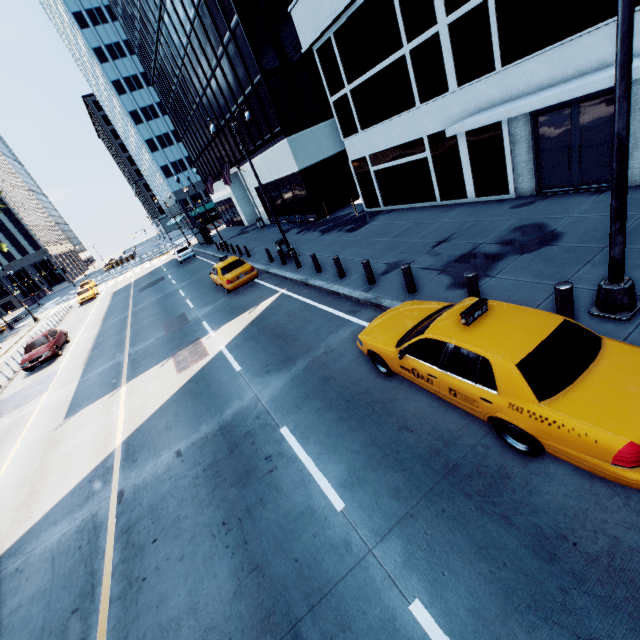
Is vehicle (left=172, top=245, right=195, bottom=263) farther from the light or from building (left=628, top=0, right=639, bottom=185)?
the light

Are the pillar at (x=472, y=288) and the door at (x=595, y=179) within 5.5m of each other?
no

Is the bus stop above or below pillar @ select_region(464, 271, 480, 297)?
above

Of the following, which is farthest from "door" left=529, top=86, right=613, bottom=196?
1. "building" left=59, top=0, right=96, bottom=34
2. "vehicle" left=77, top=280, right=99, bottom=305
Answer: "building" left=59, top=0, right=96, bottom=34

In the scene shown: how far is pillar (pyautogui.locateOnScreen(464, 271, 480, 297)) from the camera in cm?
723

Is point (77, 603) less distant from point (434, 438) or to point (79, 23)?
point (434, 438)

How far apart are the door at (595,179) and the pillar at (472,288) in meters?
6.9 m

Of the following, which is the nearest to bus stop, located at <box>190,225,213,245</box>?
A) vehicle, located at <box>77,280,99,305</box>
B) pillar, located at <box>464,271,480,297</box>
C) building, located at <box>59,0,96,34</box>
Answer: vehicle, located at <box>77,280,99,305</box>
